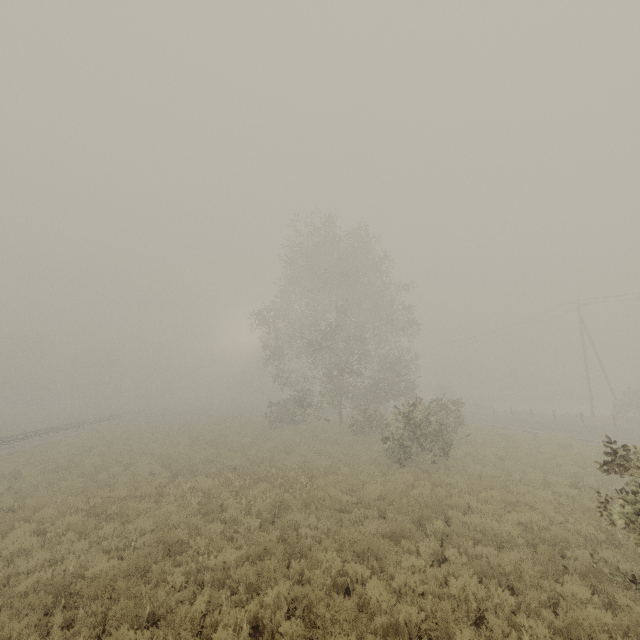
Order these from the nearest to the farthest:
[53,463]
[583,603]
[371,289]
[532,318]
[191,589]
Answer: [583,603] → [191,589] → [53,463] → [371,289] → [532,318]
